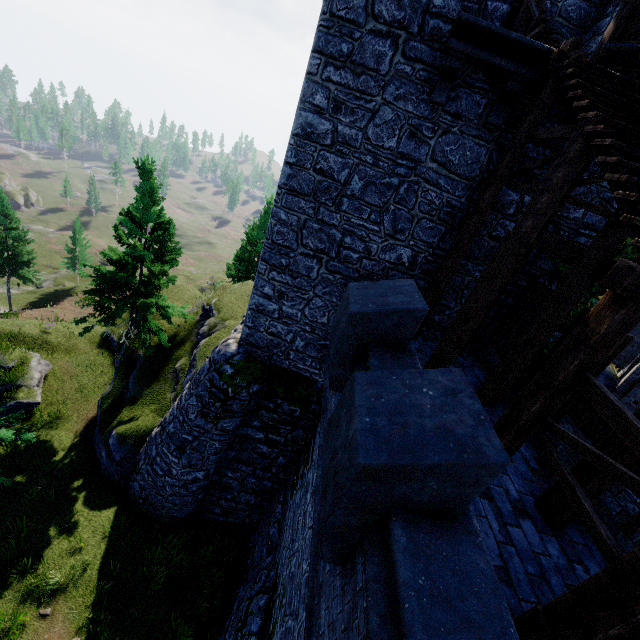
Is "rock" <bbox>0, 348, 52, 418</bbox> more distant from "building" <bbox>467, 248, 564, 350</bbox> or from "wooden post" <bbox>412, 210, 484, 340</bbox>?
"wooden post" <bbox>412, 210, 484, 340</bbox>

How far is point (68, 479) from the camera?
13.0 meters

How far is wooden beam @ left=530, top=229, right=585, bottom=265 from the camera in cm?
614

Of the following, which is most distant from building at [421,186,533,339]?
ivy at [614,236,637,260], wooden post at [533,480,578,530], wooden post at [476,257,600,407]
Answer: wooden post at [533,480,578,530]

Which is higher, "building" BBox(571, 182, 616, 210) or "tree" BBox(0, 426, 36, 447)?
"building" BBox(571, 182, 616, 210)

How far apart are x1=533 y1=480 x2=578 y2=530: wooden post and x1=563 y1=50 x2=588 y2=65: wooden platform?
6.97m

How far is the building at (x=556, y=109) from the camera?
6.4 meters

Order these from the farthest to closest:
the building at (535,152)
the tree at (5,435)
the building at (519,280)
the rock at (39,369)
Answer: the rock at (39,369)
the tree at (5,435)
the building at (519,280)
the building at (535,152)
